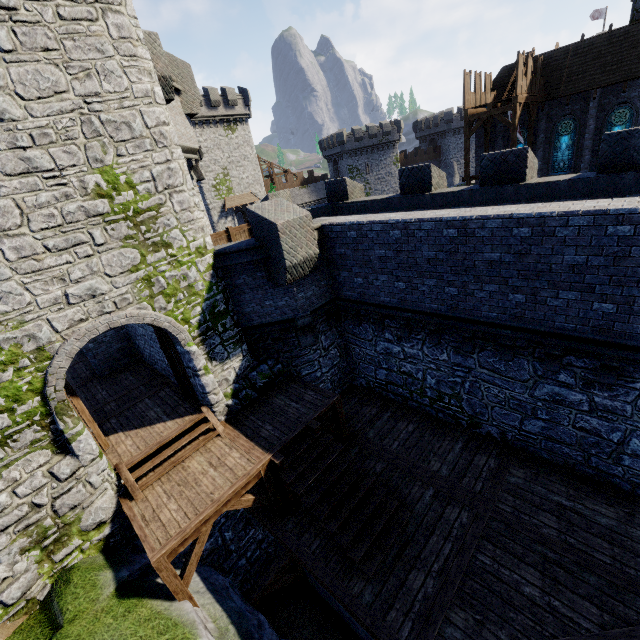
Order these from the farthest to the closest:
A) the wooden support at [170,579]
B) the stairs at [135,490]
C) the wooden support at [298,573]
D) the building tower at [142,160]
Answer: the wooden support at [298,573] → the stairs at [135,490] → the wooden support at [170,579] → the building tower at [142,160]

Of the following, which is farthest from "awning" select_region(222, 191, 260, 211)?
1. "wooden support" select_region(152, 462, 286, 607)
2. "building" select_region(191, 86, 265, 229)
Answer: "wooden support" select_region(152, 462, 286, 607)

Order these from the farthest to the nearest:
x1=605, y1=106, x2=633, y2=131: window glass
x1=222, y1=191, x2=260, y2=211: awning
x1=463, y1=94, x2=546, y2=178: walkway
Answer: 1. x1=222, y1=191, x2=260, y2=211: awning
2. x1=605, y1=106, x2=633, y2=131: window glass
3. x1=463, y1=94, x2=546, y2=178: walkway

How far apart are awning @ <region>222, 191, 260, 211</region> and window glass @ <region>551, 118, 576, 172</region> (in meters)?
33.78

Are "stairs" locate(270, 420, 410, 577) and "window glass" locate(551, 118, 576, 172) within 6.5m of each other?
no

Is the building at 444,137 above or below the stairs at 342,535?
above

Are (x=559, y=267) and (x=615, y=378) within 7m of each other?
yes

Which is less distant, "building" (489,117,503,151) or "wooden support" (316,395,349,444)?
"wooden support" (316,395,349,444)
